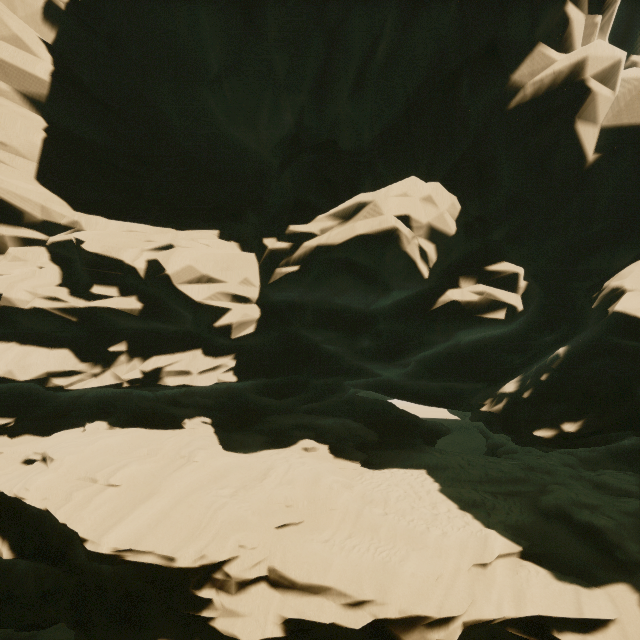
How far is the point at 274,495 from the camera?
10.2m
